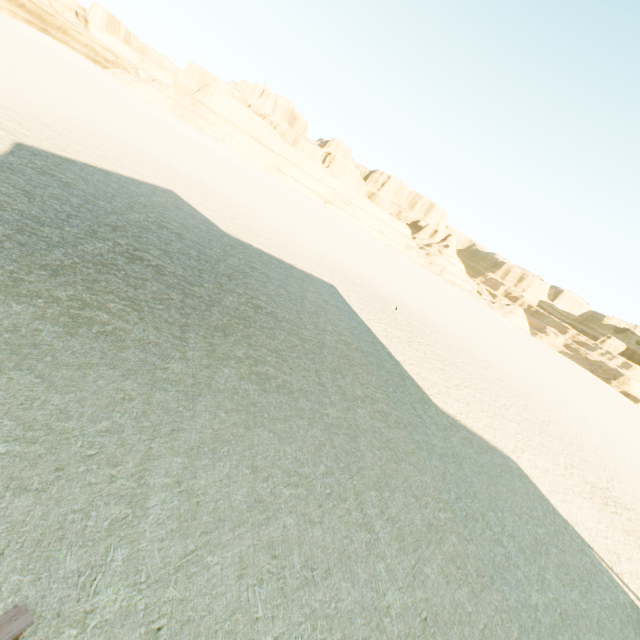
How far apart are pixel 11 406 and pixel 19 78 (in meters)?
28.42
